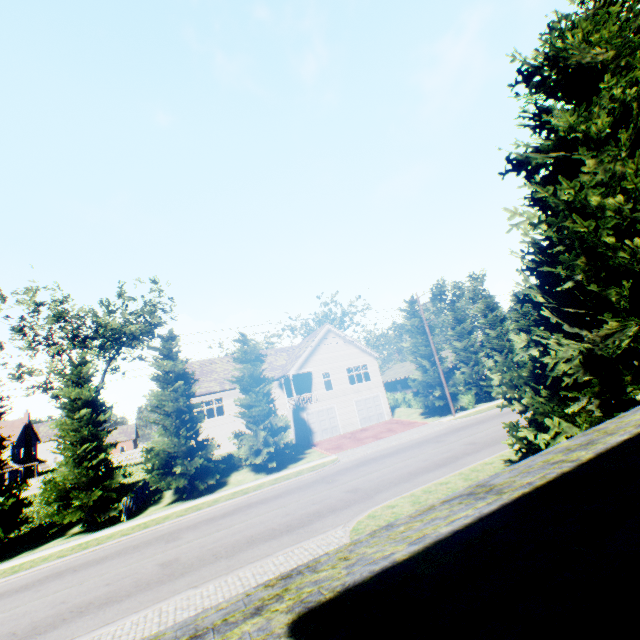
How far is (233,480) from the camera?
22.9m

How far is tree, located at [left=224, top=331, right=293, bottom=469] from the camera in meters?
23.2 m

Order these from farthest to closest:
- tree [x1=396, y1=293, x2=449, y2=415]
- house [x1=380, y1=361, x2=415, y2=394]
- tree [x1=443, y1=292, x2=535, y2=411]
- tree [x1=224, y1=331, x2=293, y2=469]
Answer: house [x1=380, y1=361, x2=415, y2=394], tree [x1=443, y1=292, x2=535, y2=411], tree [x1=396, y1=293, x2=449, y2=415], tree [x1=224, y1=331, x2=293, y2=469]

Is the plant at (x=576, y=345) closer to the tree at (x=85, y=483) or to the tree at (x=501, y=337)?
the tree at (x=85, y=483)

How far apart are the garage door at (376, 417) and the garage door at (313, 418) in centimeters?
216cm

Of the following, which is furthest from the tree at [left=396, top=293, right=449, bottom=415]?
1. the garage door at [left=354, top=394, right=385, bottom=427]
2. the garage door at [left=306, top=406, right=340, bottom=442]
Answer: the garage door at [left=306, top=406, right=340, bottom=442]

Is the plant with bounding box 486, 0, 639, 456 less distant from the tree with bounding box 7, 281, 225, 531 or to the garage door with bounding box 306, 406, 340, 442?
the tree with bounding box 7, 281, 225, 531
